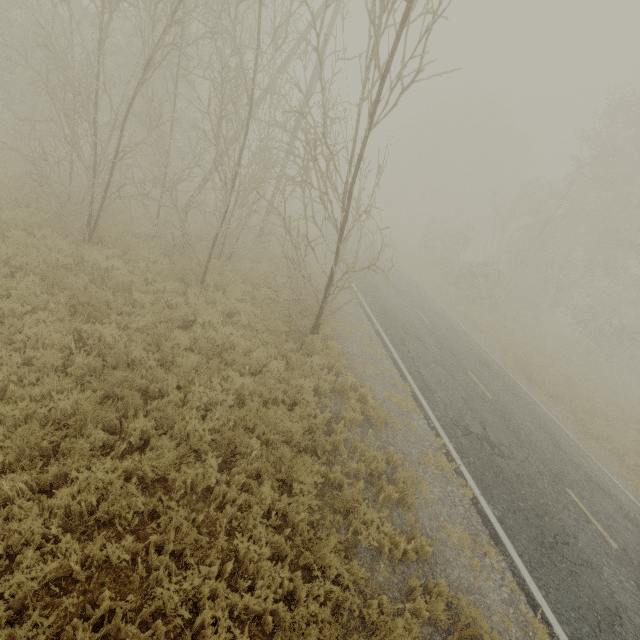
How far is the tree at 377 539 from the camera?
5.46m

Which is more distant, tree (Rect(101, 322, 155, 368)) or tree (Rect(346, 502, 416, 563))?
tree (Rect(101, 322, 155, 368))

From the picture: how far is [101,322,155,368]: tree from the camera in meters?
6.5 m

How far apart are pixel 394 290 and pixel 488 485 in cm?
1205

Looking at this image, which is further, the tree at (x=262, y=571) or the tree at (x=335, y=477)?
the tree at (x=335, y=477)

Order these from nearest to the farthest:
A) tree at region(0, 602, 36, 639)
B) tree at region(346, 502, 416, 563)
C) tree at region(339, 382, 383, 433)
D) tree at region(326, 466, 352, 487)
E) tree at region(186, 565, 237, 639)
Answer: tree at region(0, 602, 36, 639) < tree at region(186, 565, 237, 639) < tree at region(346, 502, 416, 563) < tree at region(326, 466, 352, 487) < tree at region(339, 382, 383, 433)
